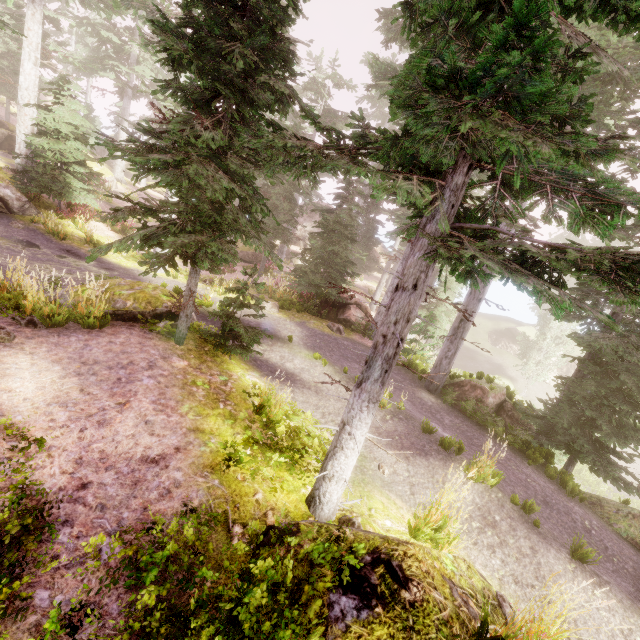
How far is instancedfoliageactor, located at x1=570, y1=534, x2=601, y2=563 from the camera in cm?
559

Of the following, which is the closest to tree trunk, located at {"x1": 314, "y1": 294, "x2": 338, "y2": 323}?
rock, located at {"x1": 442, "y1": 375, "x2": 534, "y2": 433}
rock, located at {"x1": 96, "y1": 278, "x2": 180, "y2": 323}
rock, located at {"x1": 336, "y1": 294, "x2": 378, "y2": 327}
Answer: rock, located at {"x1": 336, "y1": 294, "x2": 378, "y2": 327}

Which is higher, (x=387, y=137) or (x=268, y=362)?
(x=387, y=137)

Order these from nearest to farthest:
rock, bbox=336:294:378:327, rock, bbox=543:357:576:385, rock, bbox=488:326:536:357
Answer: rock, bbox=336:294:378:327, rock, bbox=543:357:576:385, rock, bbox=488:326:536:357

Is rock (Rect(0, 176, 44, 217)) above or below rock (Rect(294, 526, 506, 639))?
below

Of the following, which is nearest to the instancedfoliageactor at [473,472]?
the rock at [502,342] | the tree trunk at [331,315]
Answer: the rock at [502,342]

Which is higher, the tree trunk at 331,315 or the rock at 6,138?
the rock at 6,138

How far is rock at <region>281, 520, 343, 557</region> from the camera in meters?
3.4 m
